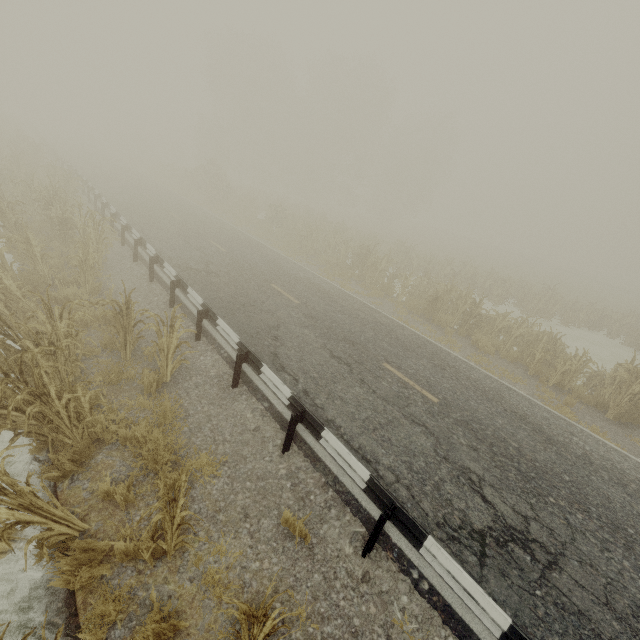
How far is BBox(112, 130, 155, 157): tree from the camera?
57.5 meters

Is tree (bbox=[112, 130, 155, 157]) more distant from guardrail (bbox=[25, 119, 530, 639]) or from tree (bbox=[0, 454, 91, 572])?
tree (bbox=[0, 454, 91, 572])

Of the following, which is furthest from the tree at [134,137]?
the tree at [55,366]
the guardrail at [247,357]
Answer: the tree at [55,366]

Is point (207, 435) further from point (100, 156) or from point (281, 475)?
point (100, 156)

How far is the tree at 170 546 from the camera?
3.3m

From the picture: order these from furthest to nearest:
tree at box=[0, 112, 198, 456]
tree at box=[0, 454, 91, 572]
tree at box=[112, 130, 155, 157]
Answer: tree at box=[112, 130, 155, 157], tree at box=[0, 112, 198, 456], tree at box=[0, 454, 91, 572]

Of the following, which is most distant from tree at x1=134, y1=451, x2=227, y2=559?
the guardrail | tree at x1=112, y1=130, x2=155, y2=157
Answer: tree at x1=112, y1=130, x2=155, y2=157
